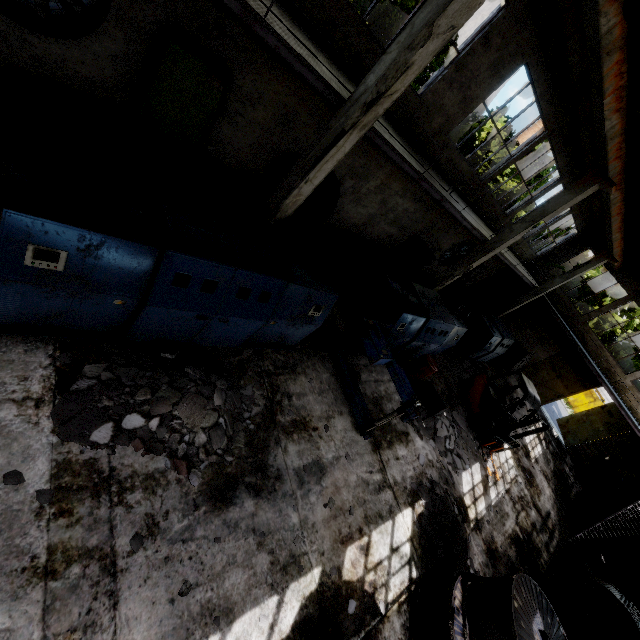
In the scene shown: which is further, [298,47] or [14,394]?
[298,47]

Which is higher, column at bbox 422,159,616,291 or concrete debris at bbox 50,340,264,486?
column at bbox 422,159,616,291

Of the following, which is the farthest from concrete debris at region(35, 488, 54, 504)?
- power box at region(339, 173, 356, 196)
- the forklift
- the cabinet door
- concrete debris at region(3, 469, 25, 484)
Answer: the cabinet door

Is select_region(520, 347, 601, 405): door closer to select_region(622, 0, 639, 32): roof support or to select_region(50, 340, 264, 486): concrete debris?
select_region(622, 0, 639, 32): roof support

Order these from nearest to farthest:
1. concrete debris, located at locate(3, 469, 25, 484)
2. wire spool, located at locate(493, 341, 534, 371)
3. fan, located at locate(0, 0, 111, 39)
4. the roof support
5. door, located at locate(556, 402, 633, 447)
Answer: concrete debris, located at locate(3, 469, 25, 484) < the roof support < fan, located at locate(0, 0, 111, 39) < wire spool, located at locate(493, 341, 534, 371) < door, located at locate(556, 402, 633, 447)

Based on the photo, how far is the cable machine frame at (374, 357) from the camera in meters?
6.9

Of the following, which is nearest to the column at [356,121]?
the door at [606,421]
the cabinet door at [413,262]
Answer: the cabinet door at [413,262]

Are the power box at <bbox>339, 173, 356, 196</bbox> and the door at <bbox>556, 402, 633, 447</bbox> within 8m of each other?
no
